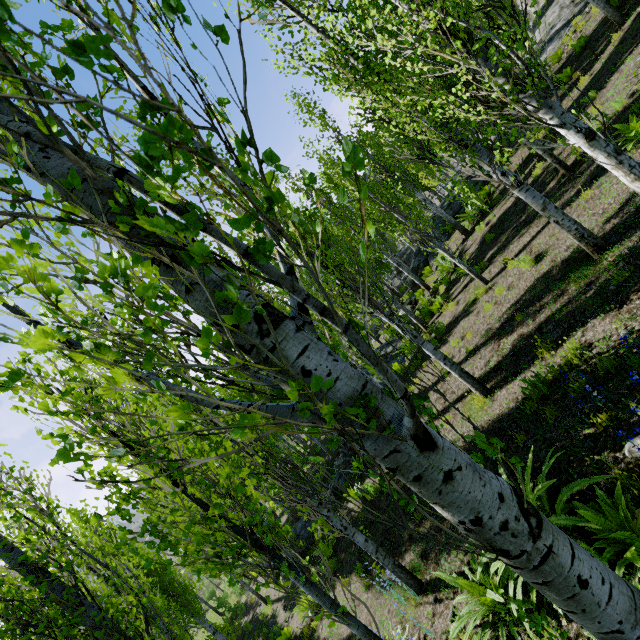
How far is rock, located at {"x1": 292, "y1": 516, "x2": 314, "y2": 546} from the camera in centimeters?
1413cm

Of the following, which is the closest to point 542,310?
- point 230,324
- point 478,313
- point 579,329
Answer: point 579,329

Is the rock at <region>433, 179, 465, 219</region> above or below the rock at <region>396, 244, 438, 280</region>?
above

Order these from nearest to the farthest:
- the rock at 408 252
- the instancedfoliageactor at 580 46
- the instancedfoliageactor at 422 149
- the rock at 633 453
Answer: the instancedfoliageactor at 422 149 → the rock at 633 453 → the instancedfoliageactor at 580 46 → the rock at 408 252

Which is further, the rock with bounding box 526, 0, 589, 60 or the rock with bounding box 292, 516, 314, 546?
the rock with bounding box 526, 0, 589, 60

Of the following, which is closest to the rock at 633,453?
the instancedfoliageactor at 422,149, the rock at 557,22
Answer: the instancedfoliageactor at 422,149

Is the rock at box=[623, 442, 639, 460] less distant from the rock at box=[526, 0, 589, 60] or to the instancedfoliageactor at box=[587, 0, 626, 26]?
the instancedfoliageactor at box=[587, 0, 626, 26]
